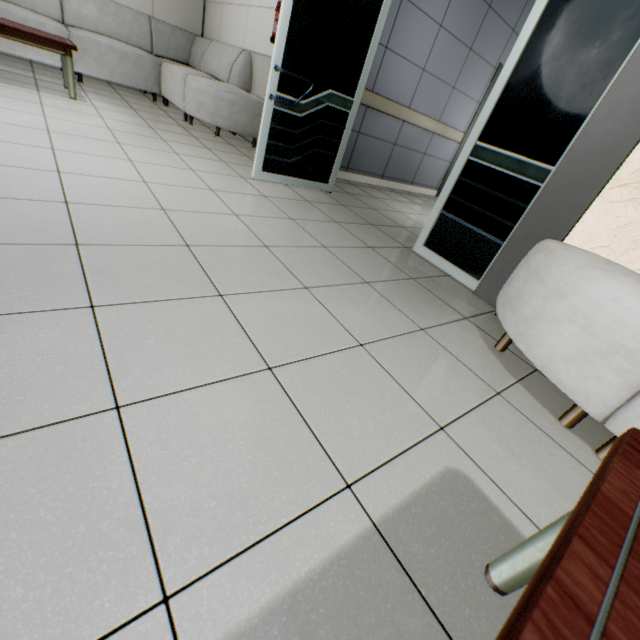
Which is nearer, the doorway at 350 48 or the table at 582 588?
the table at 582 588

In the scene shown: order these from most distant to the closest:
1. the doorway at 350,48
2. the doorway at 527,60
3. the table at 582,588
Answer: the doorway at 350,48 < the doorway at 527,60 < the table at 582,588

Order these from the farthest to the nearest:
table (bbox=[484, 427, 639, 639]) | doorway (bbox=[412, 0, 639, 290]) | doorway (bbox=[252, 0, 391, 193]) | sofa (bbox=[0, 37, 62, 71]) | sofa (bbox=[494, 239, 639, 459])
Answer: sofa (bbox=[0, 37, 62, 71]) → doorway (bbox=[252, 0, 391, 193]) → doorway (bbox=[412, 0, 639, 290]) → sofa (bbox=[494, 239, 639, 459]) → table (bbox=[484, 427, 639, 639])

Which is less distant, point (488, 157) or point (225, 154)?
point (488, 157)

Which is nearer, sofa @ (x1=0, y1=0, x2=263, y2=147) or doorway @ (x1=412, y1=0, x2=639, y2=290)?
doorway @ (x1=412, y1=0, x2=639, y2=290)

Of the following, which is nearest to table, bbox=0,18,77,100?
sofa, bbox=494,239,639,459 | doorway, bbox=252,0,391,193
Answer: doorway, bbox=252,0,391,193

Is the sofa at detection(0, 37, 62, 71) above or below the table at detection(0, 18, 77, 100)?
below

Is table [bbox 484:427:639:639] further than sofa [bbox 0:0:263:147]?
No
